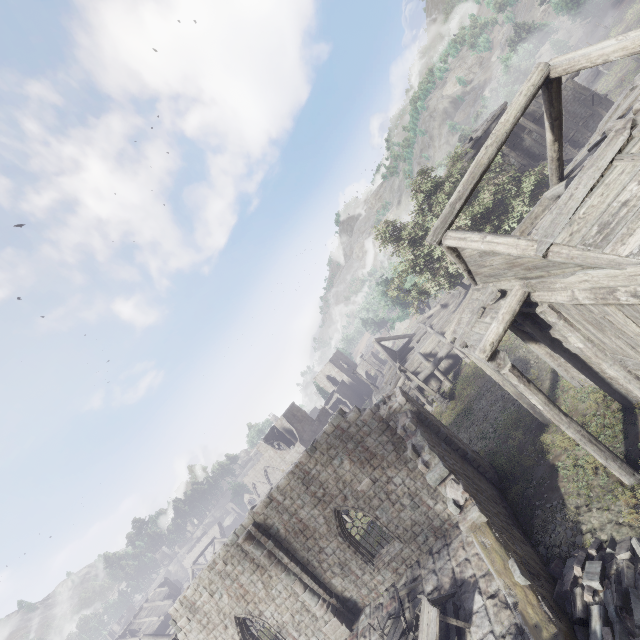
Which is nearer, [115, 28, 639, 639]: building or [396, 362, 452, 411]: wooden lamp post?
[115, 28, 639, 639]: building

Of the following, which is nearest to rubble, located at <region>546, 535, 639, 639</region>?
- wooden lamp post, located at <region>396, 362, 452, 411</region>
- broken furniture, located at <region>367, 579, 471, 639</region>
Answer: broken furniture, located at <region>367, 579, 471, 639</region>

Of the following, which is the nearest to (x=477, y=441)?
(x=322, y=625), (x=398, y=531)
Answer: (x=398, y=531)

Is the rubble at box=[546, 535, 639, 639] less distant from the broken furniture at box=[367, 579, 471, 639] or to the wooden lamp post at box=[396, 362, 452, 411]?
the broken furniture at box=[367, 579, 471, 639]

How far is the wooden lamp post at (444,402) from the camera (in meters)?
23.03

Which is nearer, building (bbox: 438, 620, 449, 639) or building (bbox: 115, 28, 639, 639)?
building (bbox: 115, 28, 639, 639)

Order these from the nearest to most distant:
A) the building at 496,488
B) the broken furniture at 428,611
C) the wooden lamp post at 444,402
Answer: the building at 496,488 < the broken furniture at 428,611 < the wooden lamp post at 444,402

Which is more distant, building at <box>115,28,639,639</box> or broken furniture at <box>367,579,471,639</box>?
broken furniture at <box>367,579,471,639</box>
